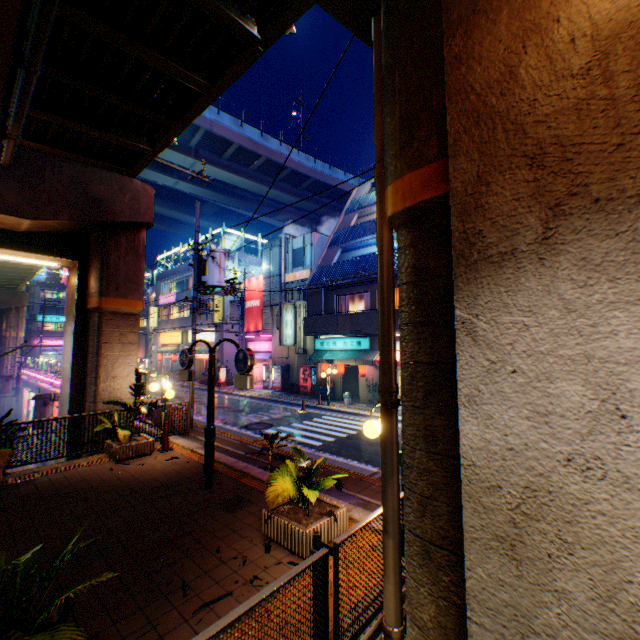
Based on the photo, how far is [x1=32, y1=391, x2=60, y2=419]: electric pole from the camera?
15.6m

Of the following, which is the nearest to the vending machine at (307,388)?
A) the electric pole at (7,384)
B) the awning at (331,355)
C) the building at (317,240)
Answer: the building at (317,240)

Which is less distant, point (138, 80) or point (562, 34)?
point (562, 34)

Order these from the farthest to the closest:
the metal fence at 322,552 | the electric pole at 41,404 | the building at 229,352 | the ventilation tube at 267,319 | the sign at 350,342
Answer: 1. the building at 229,352
2. the ventilation tube at 267,319
3. the sign at 350,342
4. the electric pole at 41,404
5. the metal fence at 322,552

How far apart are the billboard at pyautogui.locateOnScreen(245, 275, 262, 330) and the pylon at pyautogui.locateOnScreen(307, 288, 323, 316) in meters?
8.2

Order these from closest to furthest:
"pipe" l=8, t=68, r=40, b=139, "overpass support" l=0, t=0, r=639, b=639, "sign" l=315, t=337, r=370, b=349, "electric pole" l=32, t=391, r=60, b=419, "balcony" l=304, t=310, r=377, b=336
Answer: "overpass support" l=0, t=0, r=639, b=639 → "pipe" l=8, t=68, r=40, b=139 → "electric pole" l=32, t=391, r=60, b=419 → "balcony" l=304, t=310, r=377, b=336 → "sign" l=315, t=337, r=370, b=349

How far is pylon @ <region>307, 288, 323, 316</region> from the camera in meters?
20.5

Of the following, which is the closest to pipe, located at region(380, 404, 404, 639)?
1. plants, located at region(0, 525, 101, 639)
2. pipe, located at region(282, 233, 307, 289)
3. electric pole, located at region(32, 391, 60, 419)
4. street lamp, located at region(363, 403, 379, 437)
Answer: Answer: street lamp, located at region(363, 403, 379, 437)
